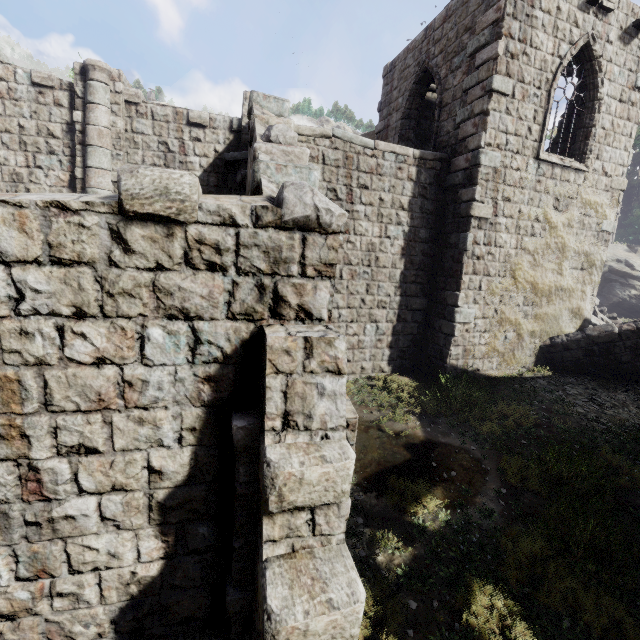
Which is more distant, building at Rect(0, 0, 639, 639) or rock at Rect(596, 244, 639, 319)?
rock at Rect(596, 244, 639, 319)

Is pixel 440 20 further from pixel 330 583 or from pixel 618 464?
pixel 330 583

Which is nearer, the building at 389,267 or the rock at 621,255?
the building at 389,267
